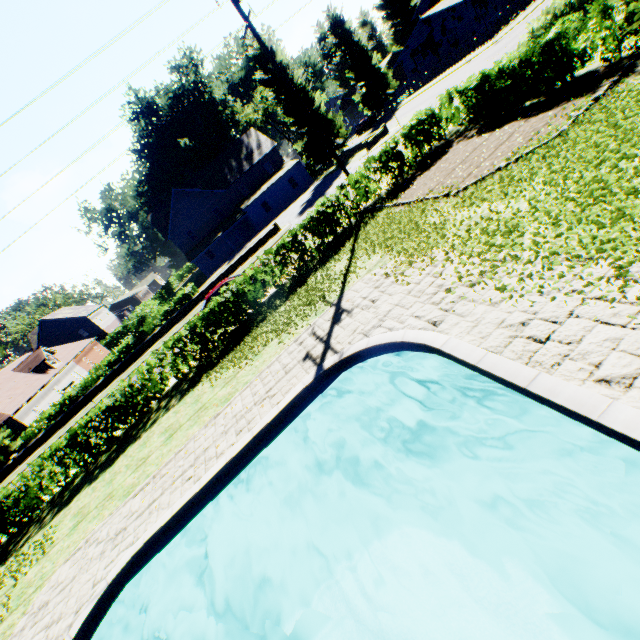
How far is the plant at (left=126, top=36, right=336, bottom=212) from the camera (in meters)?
37.25

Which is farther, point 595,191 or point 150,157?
point 150,157

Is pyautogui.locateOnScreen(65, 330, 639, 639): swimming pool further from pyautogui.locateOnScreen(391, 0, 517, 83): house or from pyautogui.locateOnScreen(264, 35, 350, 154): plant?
pyautogui.locateOnScreen(391, 0, 517, 83): house

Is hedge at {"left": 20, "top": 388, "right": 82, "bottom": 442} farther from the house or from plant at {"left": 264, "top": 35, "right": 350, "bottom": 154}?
the house

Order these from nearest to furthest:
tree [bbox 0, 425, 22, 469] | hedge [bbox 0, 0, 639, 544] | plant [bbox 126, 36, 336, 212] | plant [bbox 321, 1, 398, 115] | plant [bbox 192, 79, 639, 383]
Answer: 1. plant [bbox 192, 79, 639, 383]
2. hedge [bbox 0, 0, 639, 544]
3. tree [bbox 0, 425, 22, 469]
4. plant [bbox 126, 36, 336, 212]
5. plant [bbox 321, 1, 398, 115]

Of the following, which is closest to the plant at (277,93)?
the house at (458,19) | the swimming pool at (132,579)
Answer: the house at (458,19)

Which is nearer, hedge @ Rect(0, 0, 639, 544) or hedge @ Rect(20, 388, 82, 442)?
hedge @ Rect(0, 0, 639, 544)

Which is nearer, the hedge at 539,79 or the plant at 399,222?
the plant at 399,222
